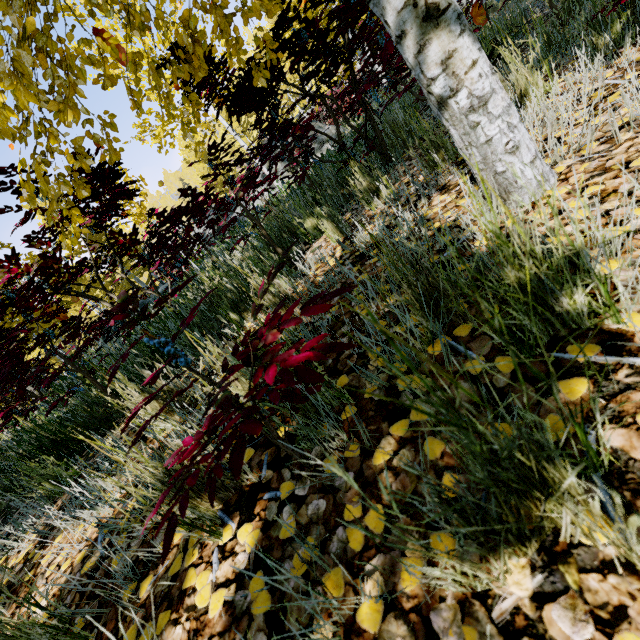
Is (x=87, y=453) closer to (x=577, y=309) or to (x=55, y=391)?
(x=577, y=309)
